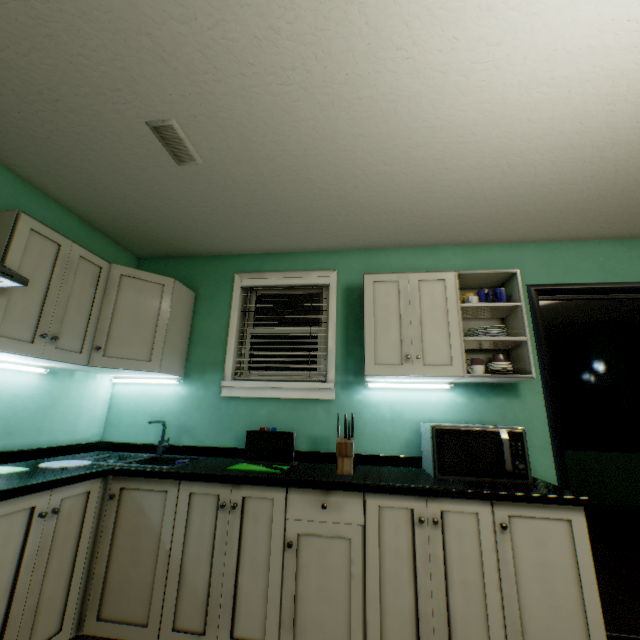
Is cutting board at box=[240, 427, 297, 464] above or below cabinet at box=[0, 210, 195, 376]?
below

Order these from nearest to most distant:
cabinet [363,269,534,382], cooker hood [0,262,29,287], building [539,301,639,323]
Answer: cooker hood [0,262,29,287], cabinet [363,269,534,382], building [539,301,639,323]

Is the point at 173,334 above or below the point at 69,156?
below

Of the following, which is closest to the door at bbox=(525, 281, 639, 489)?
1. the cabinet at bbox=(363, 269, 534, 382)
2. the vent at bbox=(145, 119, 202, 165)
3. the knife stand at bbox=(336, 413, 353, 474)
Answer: the cabinet at bbox=(363, 269, 534, 382)

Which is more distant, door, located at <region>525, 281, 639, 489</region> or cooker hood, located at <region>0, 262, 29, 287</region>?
door, located at <region>525, 281, 639, 489</region>

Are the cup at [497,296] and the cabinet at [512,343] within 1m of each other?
yes

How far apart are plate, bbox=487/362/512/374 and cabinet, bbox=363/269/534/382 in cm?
5

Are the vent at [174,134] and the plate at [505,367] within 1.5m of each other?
no
